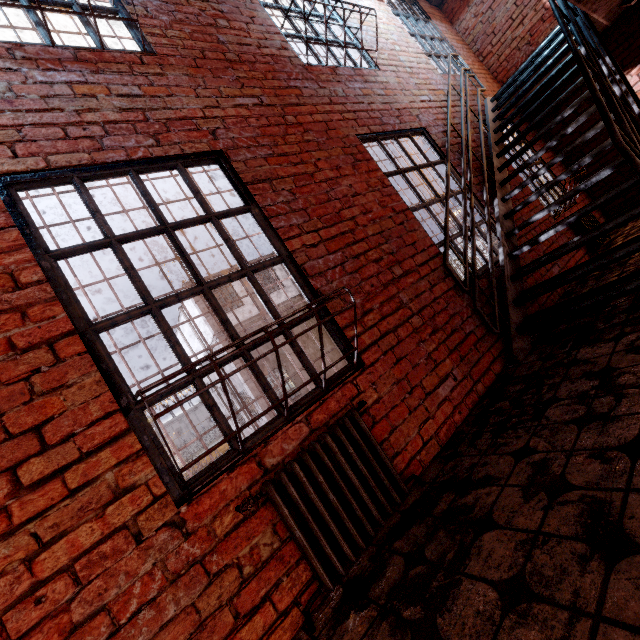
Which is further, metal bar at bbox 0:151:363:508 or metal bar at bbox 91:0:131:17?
metal bar at bbox 91:0:131:17

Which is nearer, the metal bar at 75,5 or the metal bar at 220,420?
the metal bar at 220,420

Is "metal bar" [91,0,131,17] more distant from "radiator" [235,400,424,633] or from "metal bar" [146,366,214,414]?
"radiator" [235,400,424,633]

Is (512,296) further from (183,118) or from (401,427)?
(183,118)

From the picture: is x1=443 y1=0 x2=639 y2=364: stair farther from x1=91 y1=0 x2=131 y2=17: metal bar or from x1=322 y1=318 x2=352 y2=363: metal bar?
x1=91 y1=0 x2=131 y2=17: metal bar

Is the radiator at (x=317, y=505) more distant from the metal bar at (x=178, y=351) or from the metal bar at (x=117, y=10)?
the metal bar at (x=117, y=10)
